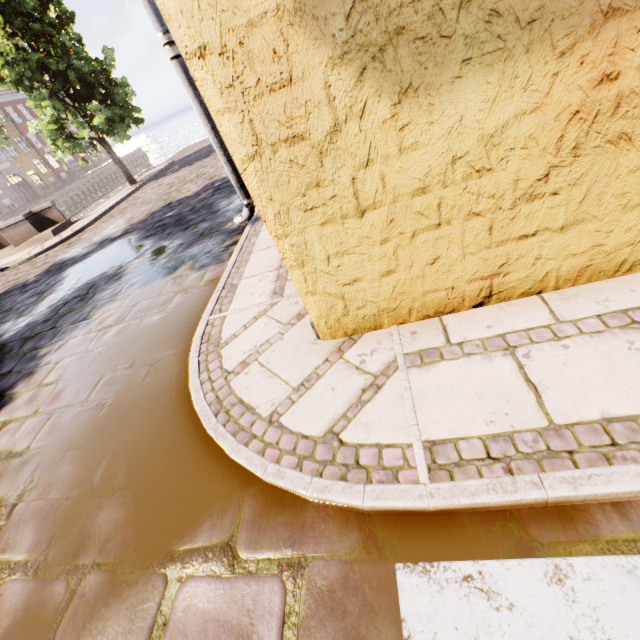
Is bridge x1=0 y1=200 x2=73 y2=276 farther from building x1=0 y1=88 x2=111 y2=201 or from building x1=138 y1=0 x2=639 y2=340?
building x1=0 y1=88 x2=111 y2=201

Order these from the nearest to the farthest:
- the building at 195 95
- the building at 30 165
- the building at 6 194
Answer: the building at 195 95 < the building at 6 194 < the building at 30 165

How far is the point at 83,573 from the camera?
2.0m

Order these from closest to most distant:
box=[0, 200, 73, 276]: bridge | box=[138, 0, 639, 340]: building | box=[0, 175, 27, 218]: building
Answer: box=[138, 0, 639, 340]: building
box=[0, 200, 73, 276]: bridge
box=[0, 175, 27, 218]: building

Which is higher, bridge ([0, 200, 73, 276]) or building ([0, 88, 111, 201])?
building ([0, 88, 111, 201])

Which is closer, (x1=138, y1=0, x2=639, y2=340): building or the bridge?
(x1=138, y1=0, x2=639, y2=340): building

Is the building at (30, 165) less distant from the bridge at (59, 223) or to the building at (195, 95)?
the bridge at (59, 223)
